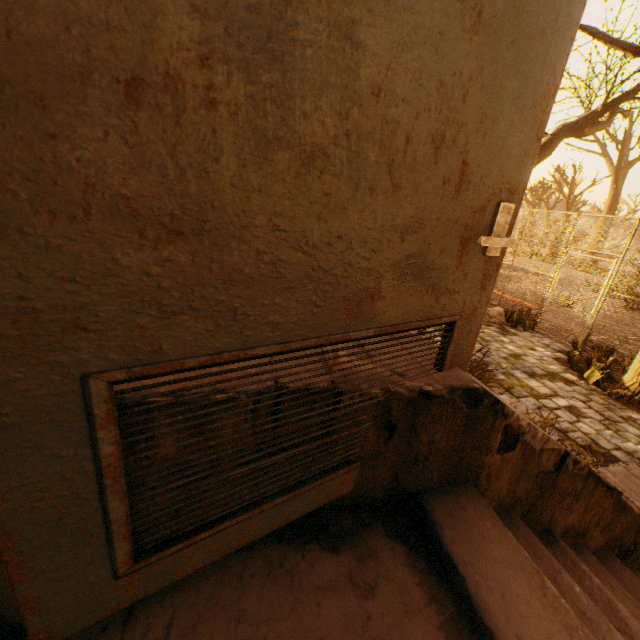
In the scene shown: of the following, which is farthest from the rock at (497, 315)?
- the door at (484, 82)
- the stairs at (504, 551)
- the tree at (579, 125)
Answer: the door at (484, 82)

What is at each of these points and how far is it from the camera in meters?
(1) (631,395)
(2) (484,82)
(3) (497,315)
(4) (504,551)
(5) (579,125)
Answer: (1) tree, 5.2
(2) door, 0.9
(3) rock, 8.5
(4) stairs, 1.1
(5) tree, 7.2

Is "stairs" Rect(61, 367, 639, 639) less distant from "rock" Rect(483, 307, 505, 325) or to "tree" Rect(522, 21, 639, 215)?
"tree" Rect(522, 21, 639, 215)

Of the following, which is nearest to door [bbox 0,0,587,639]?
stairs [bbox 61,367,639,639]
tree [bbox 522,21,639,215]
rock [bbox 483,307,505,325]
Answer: stairs [bbox 61,367,639,639]

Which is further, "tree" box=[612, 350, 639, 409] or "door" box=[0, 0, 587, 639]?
"tree" box=[612, 350, 639, 409]

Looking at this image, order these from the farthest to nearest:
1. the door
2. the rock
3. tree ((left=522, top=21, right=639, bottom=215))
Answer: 1. the rock
2. tree ((left=522, top=21, right=639, bottom=215))
3. the door

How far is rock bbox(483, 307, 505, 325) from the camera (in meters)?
8.43
